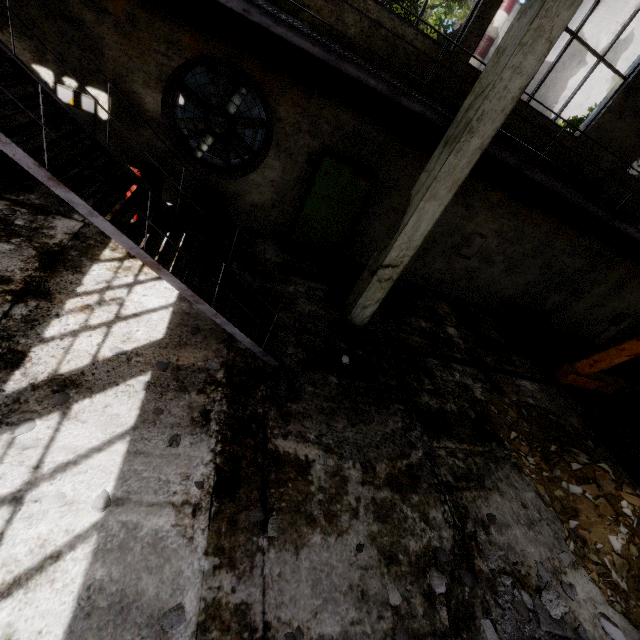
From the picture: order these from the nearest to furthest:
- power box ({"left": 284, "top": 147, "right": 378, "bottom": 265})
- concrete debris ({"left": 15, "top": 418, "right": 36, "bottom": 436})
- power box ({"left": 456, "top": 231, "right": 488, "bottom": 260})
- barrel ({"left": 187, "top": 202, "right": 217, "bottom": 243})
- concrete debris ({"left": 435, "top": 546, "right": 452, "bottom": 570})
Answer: concrete debris ({"left": 15, "top": 418, "right": 36, "bottom": 436}) < concrete debris ({"left": 435, "top": 546, "right": 452, "bottom": 570}) < barrel ({"left": 187, "top": 202, "right": 217, "bottom": 243}) < power box ({"left": 284, "top": 147, "right": 378, "bottom": 265}) < power box ({"left": 456, "top": 231, "right": 488, "bottom": 260})

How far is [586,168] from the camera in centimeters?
839cm

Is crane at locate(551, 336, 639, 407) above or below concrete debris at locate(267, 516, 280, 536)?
above

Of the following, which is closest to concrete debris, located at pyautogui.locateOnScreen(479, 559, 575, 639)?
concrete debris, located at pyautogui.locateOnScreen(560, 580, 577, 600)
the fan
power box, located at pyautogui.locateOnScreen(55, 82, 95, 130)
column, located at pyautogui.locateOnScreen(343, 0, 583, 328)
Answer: concrete debris, located at pyautogui.locateOnScreen(560, 580, 577, 600)

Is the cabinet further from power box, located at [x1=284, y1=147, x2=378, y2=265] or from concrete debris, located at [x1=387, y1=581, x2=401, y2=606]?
concrete debris, located at [x1=387, y1=581, x2=401, y2=606]

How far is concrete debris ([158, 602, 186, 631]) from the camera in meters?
2.6

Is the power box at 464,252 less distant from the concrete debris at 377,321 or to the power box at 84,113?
the concrete debris at 377,321

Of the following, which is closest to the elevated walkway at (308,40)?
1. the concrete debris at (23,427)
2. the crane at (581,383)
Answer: the crane at (581,383)
